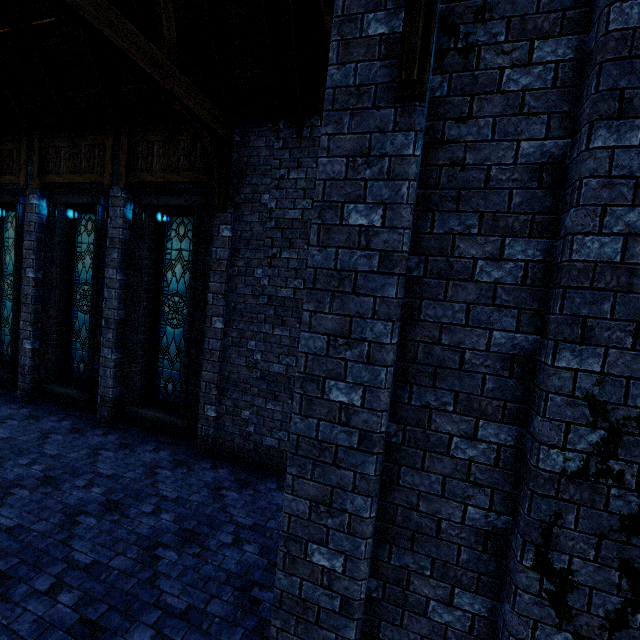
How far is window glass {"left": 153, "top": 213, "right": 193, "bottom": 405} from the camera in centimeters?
767cm

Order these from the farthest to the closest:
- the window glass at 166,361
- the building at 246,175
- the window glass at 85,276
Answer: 1. the window glass at 85,276
2. the window glass at 166,361
3. the building at 246,175

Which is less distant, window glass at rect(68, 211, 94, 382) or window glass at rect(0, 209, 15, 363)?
window glass at rect(68, 211, 94, 382)

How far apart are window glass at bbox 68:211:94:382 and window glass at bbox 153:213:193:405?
1.9 meters

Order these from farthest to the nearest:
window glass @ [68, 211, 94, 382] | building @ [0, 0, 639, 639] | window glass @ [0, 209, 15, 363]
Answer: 1. window glass @ [0, 209, 15, 363]
2. window glass @ [68, 211, 94, 382]
3. building @ [0, 0, 639, 639]

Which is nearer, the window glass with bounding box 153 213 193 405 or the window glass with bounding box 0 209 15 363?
the window glass with bounding box 153 213 193 405

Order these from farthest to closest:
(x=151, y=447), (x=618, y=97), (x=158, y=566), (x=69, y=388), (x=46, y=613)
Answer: (x=69, y=388)
(x=151, y=447)
(x=158, y=566)
(x=46, y=613)
(x=618, y=97)

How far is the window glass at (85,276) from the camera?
8.60m
